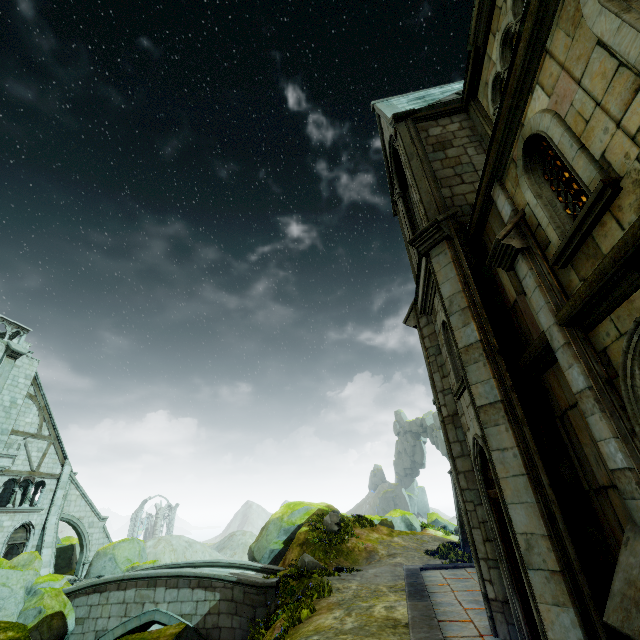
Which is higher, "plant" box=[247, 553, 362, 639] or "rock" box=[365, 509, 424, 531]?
"rock" box=[365, 509, 424, 531]

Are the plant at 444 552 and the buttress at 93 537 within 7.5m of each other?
no

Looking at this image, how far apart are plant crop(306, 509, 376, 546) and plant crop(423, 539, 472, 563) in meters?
4.9 m

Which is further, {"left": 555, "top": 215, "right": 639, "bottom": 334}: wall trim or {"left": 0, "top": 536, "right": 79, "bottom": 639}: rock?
{"left": 0, "top": 536, "right": 79, "bottom": 639}: rock

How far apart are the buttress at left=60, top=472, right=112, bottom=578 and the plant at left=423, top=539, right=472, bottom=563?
25.25m

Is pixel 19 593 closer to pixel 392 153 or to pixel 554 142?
pixel 554 142

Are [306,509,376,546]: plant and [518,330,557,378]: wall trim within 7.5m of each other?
no

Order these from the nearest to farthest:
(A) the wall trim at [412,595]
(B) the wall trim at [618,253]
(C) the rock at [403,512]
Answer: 1. (B) the wall trim at [618,253]
2. (A) the wall trim at [412,595]
3. (C) the rock at [403,512]
